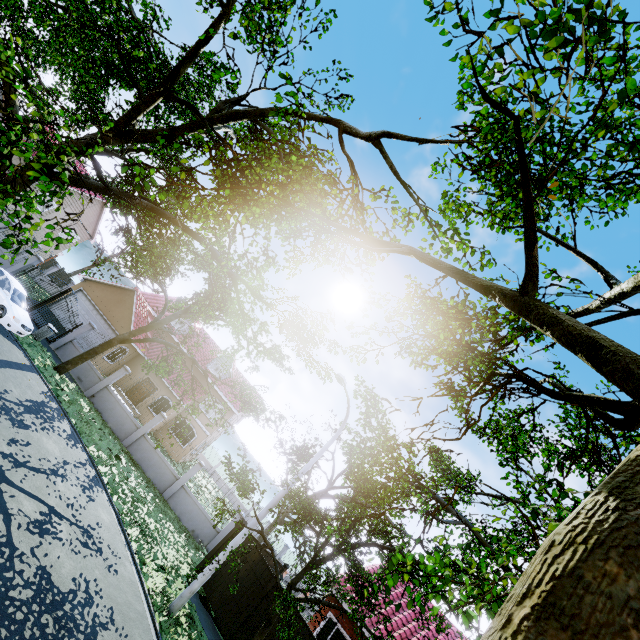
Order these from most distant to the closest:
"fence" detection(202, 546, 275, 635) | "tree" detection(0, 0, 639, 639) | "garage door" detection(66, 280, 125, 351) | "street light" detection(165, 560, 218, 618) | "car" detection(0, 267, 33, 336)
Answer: "garage door" detection(66, 280, 125, 351) < "car" detection(0, 267, 33, 336) < "fence" detection(202, 546, 275, 635) < "street light" detection(165, 560, 218, 618) < "tree" detection(0, 0, 639, 639)

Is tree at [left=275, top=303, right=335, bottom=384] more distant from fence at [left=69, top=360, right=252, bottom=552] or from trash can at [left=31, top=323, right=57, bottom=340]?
trash can at [left=31, top=323, right=57, bottom=340]

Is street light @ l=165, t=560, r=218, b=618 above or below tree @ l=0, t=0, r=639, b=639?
below

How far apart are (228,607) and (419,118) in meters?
19.3

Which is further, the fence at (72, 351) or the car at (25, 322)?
the fence at (72, 351)

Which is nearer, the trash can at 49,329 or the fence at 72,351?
the trash can at 49,329

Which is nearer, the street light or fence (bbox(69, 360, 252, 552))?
the street light

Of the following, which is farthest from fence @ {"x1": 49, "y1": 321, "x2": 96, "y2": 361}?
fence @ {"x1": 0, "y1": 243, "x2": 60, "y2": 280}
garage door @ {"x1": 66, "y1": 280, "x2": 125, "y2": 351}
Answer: fence @ {"x1": 0, "y1": 243, "x2": 60, "y2": 280}
